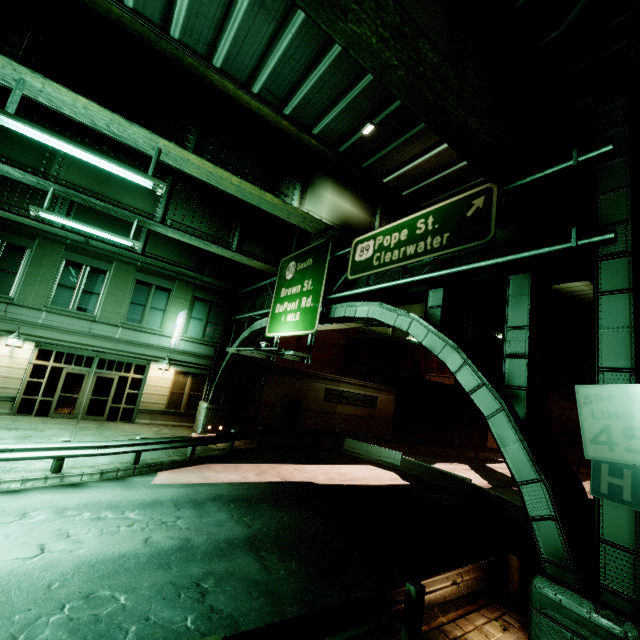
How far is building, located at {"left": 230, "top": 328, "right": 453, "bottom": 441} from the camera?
23.41m

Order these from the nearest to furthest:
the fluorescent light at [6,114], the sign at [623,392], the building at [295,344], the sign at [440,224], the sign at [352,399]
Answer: the sign at [623,392]
the sign at [440,224]
the fluorescent light at [6,114]
the sign at [352,399]
the building at [295,344]

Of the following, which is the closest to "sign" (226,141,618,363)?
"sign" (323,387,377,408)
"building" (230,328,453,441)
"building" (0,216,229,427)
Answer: "building" (0,216,229,427)

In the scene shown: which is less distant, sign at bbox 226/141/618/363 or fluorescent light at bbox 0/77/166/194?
sign at bbox 226/141/618/363

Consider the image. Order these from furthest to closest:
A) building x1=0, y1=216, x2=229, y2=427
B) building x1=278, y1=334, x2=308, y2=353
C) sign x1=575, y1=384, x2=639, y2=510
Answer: building x1=278, y1=334, x2=308, y2=353, building x1=0, y1=216, x2=229, y2=427, sign x1=575, y1=384, x2=639, y2=510

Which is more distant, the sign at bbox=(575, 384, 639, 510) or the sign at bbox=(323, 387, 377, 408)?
the sign at bbox=(323, 387, 377, 408)

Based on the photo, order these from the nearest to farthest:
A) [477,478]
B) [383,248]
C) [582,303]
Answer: [383,248]
[582,303]
[477,478]

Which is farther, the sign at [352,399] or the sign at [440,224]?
the sign at [352,399]
